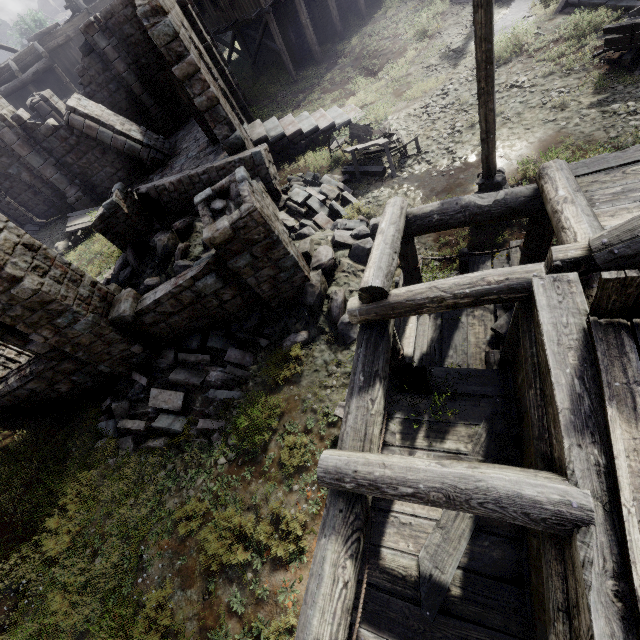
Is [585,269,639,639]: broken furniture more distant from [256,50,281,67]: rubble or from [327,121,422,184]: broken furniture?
[256,50,281,67]: rubble

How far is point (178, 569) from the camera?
6.03m

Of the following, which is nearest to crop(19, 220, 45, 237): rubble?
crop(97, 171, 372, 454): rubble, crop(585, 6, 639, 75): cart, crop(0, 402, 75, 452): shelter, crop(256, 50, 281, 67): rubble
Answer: crop(0, 402, 75, 452): shelter

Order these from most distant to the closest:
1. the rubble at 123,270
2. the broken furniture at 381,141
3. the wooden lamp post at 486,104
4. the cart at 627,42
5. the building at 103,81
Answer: the broken furniture at 381,141 → the rubble at 123,270 → the cart at 627,42 → the building at 103,81 → the wooden lamp post at 486,104

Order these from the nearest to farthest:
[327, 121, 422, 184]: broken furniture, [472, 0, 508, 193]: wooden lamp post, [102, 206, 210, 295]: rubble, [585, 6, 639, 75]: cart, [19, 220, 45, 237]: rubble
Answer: [472, 0, 508, 193]: wooden lamp post, [585, 6, 639, 75]: cart, [102, 206, 210, 295]: rubble, [327, 121, 422, 184]: broken furniture, [19, 220, 45, 237]: rubble

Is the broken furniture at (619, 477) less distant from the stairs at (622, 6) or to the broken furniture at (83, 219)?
the stairs at (622, 6)

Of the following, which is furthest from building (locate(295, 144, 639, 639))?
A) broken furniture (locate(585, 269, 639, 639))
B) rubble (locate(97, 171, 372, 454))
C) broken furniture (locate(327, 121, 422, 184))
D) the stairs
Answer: the stairs

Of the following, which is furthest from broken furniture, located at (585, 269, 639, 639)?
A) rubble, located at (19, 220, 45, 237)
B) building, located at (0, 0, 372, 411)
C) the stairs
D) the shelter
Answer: rubble, located at (19, 220, 45, 237)
